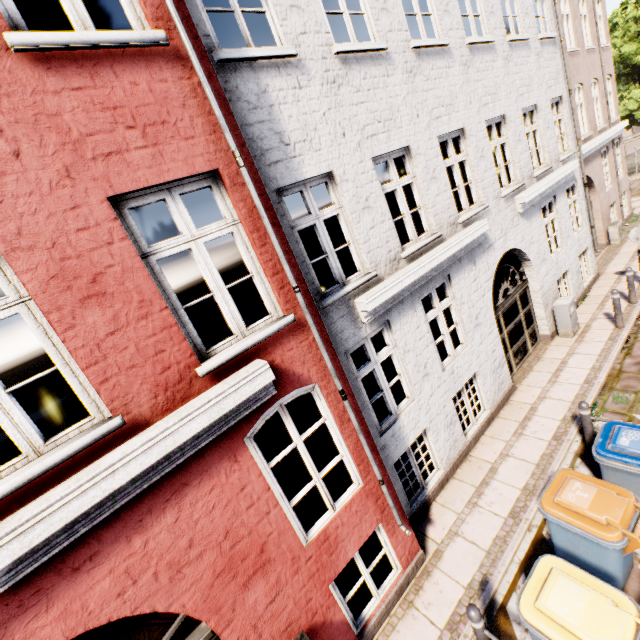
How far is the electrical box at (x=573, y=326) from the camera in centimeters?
891cm

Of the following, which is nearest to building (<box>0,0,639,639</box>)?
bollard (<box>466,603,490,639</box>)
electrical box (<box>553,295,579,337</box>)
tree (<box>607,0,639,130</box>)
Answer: electrical box (<box>553,295,579,337</box>)

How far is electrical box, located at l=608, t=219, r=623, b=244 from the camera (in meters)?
13.47

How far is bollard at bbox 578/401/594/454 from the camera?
5.66m

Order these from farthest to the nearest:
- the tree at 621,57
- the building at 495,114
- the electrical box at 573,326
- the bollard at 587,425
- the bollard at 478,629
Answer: the tree at 621,57
the electrical box at 573,326
the bollard at 587,425
the bollard at 478,629
the building at 495,114

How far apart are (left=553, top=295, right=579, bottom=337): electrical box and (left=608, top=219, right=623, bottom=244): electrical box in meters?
7.4 m

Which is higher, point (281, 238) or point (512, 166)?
point (281, 238)

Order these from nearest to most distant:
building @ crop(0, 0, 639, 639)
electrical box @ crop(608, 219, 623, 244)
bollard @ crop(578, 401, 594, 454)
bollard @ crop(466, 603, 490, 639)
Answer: building @ crop(0, 0, 639, 639) → bollard @ crop(466, 603, 490, 639) → bollard @ crop(578, 401, 594, 454) → electrical box @ crop(608, 219, 623, 244)
